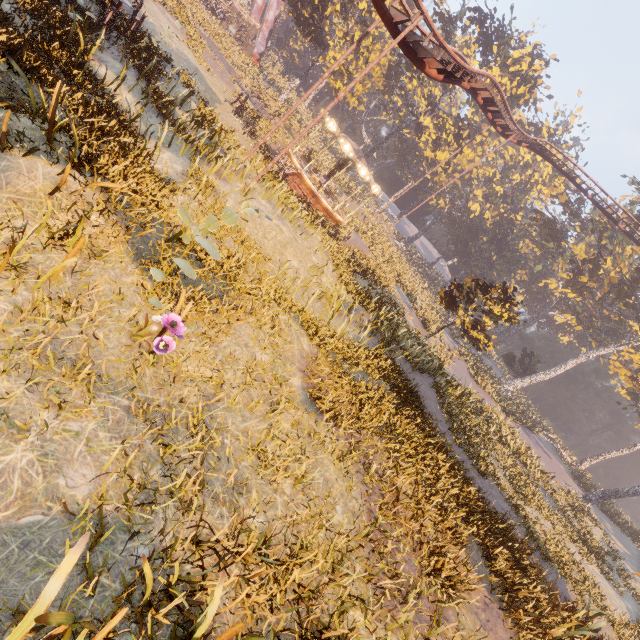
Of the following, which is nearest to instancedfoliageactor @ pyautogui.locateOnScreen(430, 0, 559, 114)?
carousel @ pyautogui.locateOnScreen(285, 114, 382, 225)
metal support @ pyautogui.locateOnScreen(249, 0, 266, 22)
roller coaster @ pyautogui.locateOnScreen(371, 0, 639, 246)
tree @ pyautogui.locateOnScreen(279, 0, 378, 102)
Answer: roller coaster @ pyautogui.locateOnScreen(371, 0, 639, 246)

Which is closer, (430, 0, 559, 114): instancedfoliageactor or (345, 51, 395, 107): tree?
(345, 51, 395, 107): tree

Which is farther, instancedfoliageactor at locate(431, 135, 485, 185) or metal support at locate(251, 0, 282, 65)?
instancedfoliageactor at locate(431, 135, 485, 185)

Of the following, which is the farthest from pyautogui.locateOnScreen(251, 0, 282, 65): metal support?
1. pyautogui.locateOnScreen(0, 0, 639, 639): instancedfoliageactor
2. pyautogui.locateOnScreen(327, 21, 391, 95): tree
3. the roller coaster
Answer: the roller coaster

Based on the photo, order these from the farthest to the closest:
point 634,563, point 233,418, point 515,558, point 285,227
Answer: point 634,563, point 285,227, point 515,558, point 233,418

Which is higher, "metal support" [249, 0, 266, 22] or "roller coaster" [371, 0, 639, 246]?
"roller coaster" [371, 0, 639, 246]

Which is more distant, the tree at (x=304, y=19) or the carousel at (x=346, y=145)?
the tree at (x=304, y=19)

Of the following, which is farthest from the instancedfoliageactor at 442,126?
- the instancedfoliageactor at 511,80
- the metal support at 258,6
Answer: the metal support at 258,6
